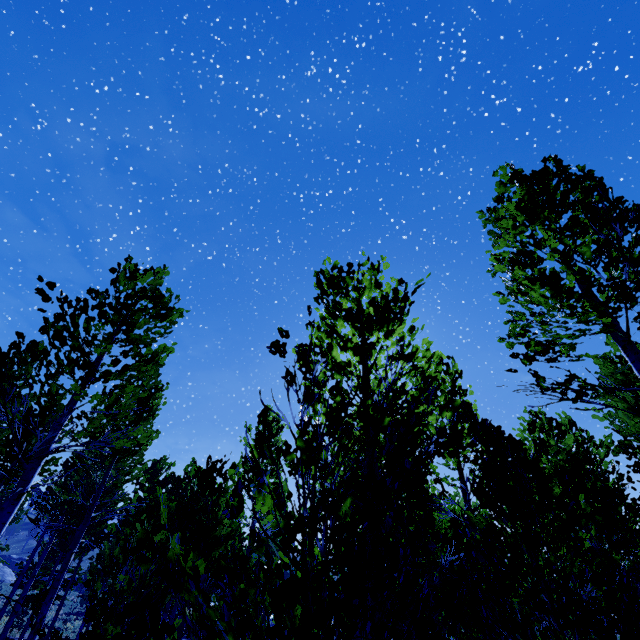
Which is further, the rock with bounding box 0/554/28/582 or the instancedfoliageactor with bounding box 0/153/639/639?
the rock with bounding box 0/554/28/582

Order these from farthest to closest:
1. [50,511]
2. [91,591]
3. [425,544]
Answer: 1. [50,511]
2. [91,591]
3. [425,544]

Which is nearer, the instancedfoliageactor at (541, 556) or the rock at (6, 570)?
the instancedfoliageactor at (541, 556)
